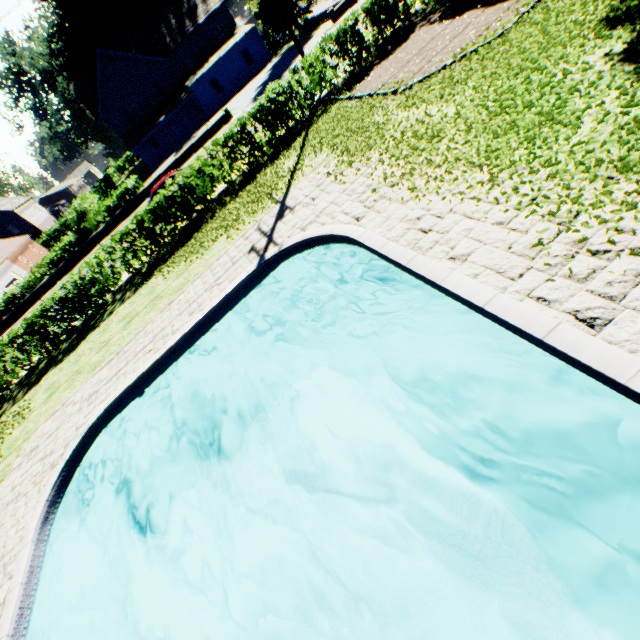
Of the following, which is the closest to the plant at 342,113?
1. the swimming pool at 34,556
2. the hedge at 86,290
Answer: the hedge at 86,290

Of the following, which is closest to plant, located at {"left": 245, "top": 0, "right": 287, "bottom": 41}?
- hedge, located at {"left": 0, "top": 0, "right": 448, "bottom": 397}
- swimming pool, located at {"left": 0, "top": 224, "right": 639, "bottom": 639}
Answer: hedge, located at {"left": 0, "top": 0, "right": 448, "bottom": 397}

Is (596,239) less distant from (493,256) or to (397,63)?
(493,256)

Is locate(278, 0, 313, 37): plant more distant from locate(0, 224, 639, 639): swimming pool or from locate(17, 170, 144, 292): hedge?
locate(0, 224, 639, 639): swimming pool

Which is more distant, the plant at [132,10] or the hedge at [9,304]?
the plant at [132,10]

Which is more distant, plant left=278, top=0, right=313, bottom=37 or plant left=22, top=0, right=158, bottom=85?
plant left=22, top=0, right=158, bottom=85
